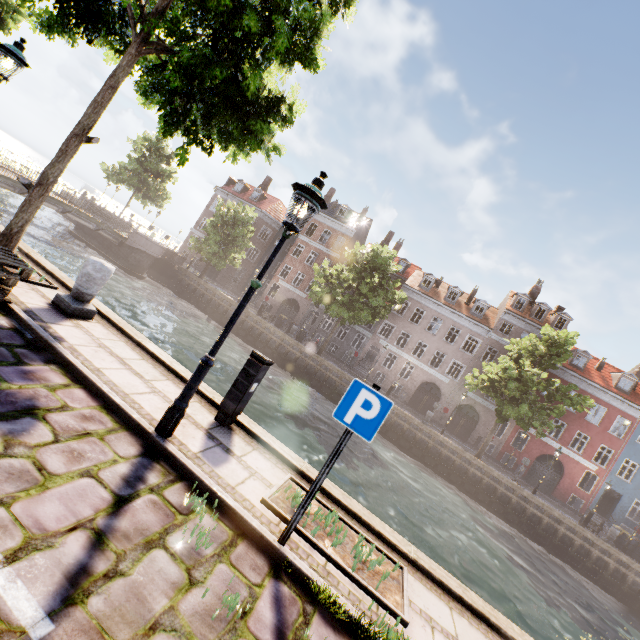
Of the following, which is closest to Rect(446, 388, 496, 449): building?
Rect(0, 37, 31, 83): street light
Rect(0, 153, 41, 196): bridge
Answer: Rect(0, 153, 41, 196): bridge

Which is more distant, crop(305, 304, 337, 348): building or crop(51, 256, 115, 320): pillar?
crop(305, 304, 337, 348): building

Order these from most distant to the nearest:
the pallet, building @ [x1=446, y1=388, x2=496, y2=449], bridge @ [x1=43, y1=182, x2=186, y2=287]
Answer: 1. building @ [x1=446, y1=388, x2=496, y2=449]
2. bridge @ [x1=43, y1=182, x2=186, y2=287]
3. the pallet

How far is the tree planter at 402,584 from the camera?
3.5 meters

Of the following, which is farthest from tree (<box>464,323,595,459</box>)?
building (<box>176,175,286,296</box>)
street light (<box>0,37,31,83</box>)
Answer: building (<box>176,175,286,296</box>)

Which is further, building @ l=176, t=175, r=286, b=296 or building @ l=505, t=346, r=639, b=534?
building @ l=176, t=175, r=286, b=296

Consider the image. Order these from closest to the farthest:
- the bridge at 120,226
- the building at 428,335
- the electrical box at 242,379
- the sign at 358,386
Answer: the sign at 358,386 → the electrical box at 242,379 → the bridge at 120,226 → the building at 428,335

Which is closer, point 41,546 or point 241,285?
point 41,546
